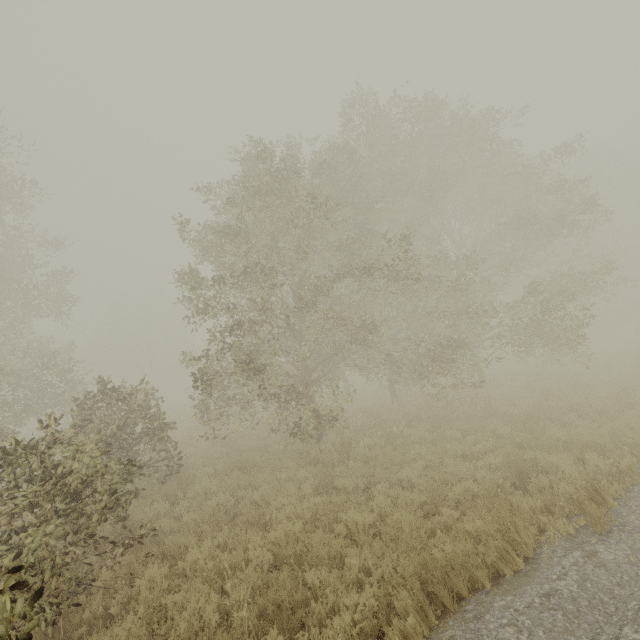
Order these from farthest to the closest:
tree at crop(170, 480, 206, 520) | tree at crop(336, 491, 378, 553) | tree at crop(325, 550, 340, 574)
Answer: tree at crop(170, 480, 206, 520), tree at crop(336, 491, 378, 553), tree at crop(325, 550, 340, 574)

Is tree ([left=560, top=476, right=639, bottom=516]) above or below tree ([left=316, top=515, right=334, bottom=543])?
above

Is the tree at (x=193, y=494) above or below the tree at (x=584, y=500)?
below

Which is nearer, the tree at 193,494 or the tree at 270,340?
the tree at 270,340

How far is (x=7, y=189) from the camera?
14.69m

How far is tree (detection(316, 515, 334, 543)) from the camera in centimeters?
575cm

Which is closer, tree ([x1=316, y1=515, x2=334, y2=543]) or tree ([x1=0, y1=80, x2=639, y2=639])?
tree ([x1=0, y1=80, x2=639, y2=639])
